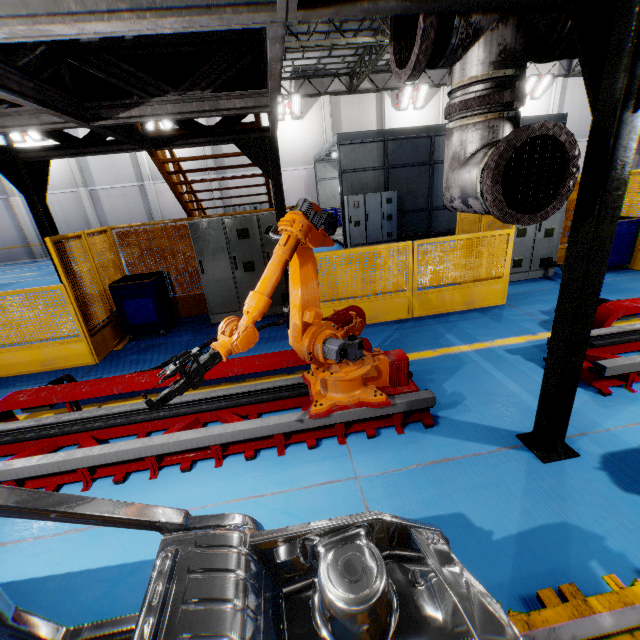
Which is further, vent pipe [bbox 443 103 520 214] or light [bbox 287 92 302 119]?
light [bbox 287 92 302 119]

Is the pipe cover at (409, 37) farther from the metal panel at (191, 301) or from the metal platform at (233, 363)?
the metal panel at (191, 301)

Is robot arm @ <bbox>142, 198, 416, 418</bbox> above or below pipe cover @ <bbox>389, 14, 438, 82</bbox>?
below

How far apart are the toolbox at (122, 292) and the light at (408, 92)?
20.42m

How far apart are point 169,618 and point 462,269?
6.4 meters

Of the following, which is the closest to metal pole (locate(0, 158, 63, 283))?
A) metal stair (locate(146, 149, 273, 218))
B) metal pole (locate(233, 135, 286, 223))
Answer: metal stair (locate(146, 149, 273, 218))

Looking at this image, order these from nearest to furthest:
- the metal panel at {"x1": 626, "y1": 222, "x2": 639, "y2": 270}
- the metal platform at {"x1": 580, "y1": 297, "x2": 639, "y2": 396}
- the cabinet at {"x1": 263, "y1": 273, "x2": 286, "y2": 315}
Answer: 1. the metal platform at {"x1": 580, "y1": 297, "x2": 639, "y2": 396}
2. the cabinet at {"x1": 263, "y1": 273, "x2": 286, "y2": 315}
3. the metal panel at {"x1": 626, "y1": 222, "x2": 639, "y2": 270}

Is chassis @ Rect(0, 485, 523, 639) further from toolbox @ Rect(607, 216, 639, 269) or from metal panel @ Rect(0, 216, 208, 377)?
toolbox @ Rect(607, 216, 639, 269)
